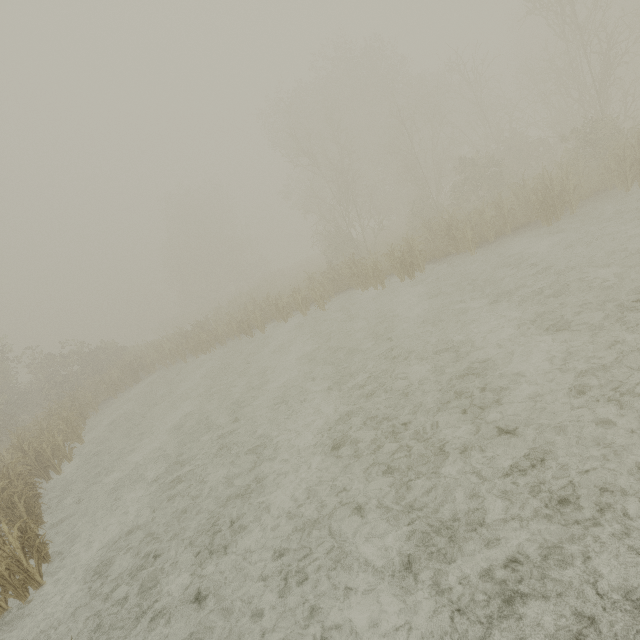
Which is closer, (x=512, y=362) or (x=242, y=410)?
(x=512, y=362)
